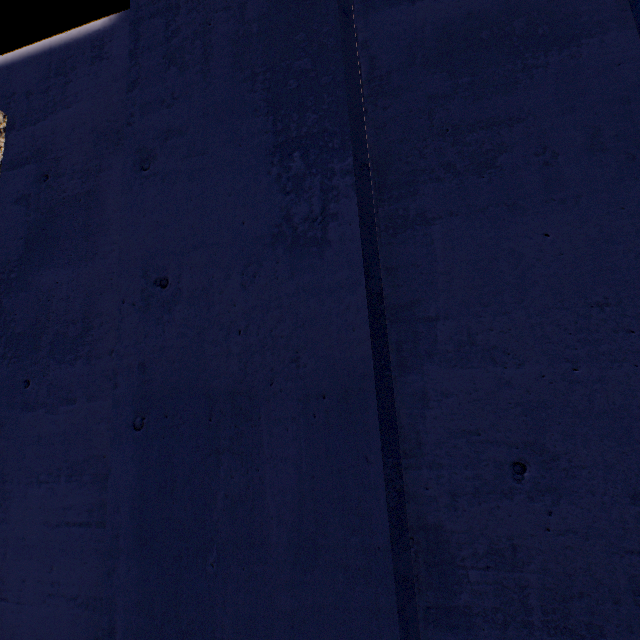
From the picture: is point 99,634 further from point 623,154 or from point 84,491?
point 623,154
